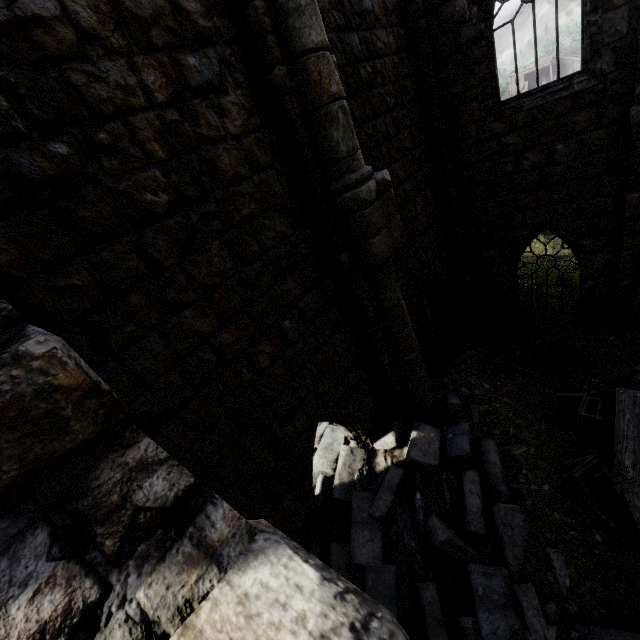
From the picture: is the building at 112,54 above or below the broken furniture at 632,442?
above

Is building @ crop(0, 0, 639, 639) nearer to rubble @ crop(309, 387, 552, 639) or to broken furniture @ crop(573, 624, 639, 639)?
rubble @ crop(309, 387, 552, 639)

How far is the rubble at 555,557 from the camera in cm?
446

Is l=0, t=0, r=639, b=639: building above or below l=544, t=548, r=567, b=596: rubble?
above

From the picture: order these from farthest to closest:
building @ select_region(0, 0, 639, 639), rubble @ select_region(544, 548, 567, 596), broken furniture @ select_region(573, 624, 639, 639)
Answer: rubble @ select_region(544, 548, 567, 596) < broken furniture @ select_region(573, 624, 639, 639) < building @ select_region(0, 0, 639, 639)

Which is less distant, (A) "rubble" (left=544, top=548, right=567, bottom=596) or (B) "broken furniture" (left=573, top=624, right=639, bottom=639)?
(B) "broken furniture" (left=573, top=624, right=639, bottom=639)

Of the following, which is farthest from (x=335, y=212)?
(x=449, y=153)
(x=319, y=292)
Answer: (x=449, y=153)

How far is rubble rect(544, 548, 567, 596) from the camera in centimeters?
446cm
